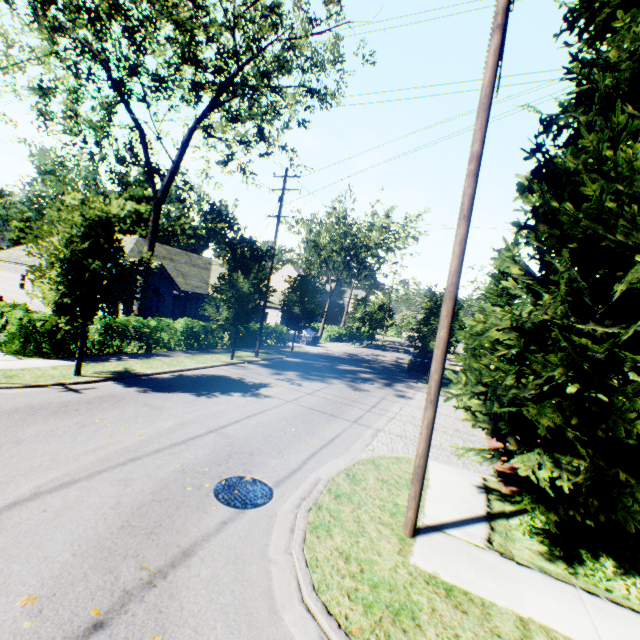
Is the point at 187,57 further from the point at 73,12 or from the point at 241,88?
the point at 73,12

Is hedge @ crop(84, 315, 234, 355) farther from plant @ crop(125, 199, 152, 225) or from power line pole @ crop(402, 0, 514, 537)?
plant @ crop(125, 199, 152, 225)

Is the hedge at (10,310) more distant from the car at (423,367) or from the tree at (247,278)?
the car at (423,367)

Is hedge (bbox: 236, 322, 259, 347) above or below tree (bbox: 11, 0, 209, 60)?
below

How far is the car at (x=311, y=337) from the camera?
31.6 meters

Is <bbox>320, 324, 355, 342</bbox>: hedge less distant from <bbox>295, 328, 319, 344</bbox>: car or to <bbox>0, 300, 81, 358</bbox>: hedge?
<bbox>295, 328, 319, 344</bbox>: car

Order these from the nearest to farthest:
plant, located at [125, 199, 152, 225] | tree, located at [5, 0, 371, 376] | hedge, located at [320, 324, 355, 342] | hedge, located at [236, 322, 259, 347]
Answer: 1. tree, located at [5, 0, 371, 376]
2. hedge, located at [236, 322, 259, 347]
3. hedge, located at [320, 324, 355, 342]
4. plant, located at [125, 199, 152, 225]

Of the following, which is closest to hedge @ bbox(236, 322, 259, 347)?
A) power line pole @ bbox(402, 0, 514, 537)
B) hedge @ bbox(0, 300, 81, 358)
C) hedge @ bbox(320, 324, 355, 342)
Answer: hedge @ bbox(0, 300, 81, 358)
